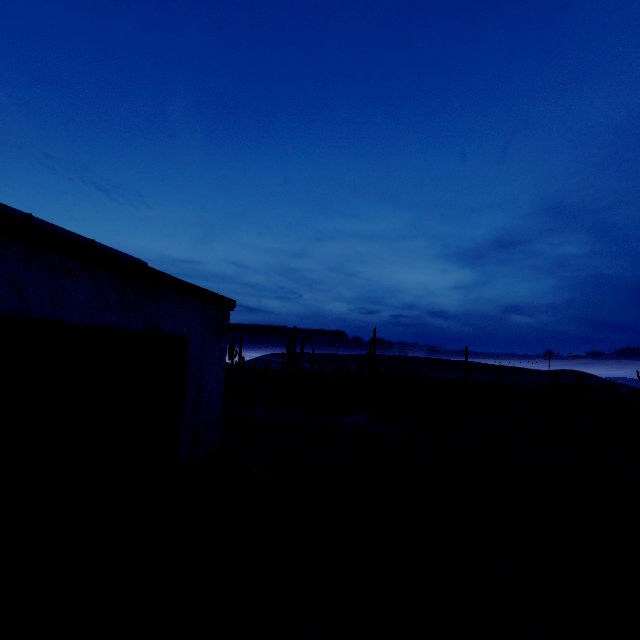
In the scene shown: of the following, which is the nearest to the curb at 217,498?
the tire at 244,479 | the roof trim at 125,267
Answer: the tire at 244,479

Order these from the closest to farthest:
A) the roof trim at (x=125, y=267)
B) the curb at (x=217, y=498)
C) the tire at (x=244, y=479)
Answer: the roof trim at (x=125, y=267) → the curb at (x=217, y=498) → the tire at (x=244, y=479)

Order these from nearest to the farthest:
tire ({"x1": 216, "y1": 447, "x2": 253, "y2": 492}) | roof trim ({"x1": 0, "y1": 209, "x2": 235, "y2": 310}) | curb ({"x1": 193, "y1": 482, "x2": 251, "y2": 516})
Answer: roof trim ({"x1": 0, "y1": 209, "x2": 235, "y2": 310}) < curb ({"x1": 193, "y1": 482, "x2": 251, "y2": 516}) < tire ({"x1": 216, "y1": 447, "x2": 253, "y2": 492})

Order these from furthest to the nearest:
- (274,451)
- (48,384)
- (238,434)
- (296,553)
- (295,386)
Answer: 1. (295,386)
2. (238,434)
3. (274,451)
4. (296,553)
5. (48,384)

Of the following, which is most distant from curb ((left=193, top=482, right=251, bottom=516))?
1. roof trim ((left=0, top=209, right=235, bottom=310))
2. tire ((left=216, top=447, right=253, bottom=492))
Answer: roof trim ((left=0, top=209, right=235, bottom=310))

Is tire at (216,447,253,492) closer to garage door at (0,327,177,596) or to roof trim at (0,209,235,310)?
garage door at (0,327,177,596)

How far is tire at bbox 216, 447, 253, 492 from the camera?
6.89m

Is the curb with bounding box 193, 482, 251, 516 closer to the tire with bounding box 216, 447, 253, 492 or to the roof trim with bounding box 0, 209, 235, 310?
the tire with bounding box 216, 447, 253, 492
